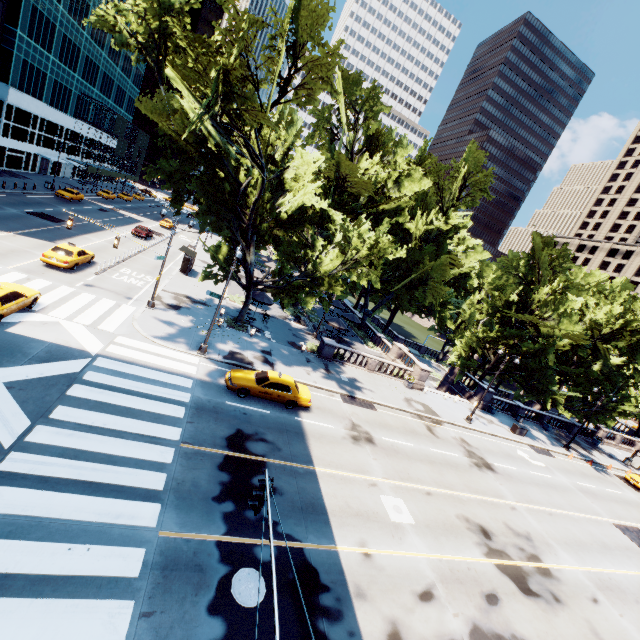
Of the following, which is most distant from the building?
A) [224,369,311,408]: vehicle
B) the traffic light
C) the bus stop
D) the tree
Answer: the traffic light

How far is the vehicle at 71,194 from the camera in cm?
4494

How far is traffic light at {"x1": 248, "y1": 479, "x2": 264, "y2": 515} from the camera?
A: 7.02m

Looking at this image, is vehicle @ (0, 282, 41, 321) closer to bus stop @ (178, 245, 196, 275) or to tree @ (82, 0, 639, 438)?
tree @ (82, 0, 639, 438)

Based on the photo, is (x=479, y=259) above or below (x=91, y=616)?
above

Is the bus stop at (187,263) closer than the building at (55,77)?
Yes

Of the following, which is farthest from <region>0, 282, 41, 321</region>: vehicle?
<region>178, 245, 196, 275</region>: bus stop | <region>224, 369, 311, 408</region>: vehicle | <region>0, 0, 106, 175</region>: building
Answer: <region>0, 0, 106, 175</region>: building

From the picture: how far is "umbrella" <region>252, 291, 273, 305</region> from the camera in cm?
3004
